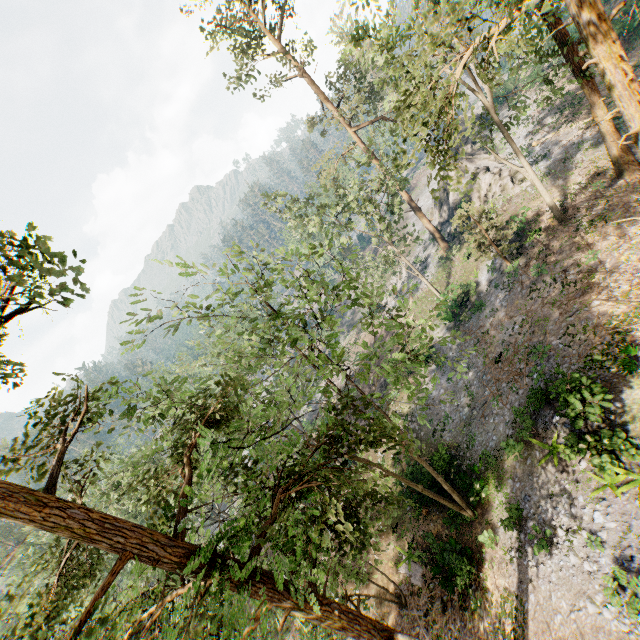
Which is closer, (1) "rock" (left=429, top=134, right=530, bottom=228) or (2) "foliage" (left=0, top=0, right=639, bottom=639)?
(2) "foliage" (left=0, top=0, right=639, bottom=639)

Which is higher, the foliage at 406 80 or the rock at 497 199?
the foliage at 406 80

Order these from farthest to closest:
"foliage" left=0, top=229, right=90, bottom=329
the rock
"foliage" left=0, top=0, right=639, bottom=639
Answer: the rock
"foliage" left=0, top=0, right=639, bottom=639
"foliage" left=0, top=229, right=90, bottom=329

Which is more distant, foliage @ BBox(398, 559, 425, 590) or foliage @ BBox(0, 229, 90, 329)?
foliage @ BBox(398, 559, 425, 590)

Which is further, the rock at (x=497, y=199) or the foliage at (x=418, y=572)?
the rock at (x=497, y=199)

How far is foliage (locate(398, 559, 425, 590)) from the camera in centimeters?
1900cm

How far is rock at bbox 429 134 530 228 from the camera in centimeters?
3006cm

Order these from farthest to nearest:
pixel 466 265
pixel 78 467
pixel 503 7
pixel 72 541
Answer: pixel 72 541, pixel 78 467, pixel 466 265, pixel 503 7
